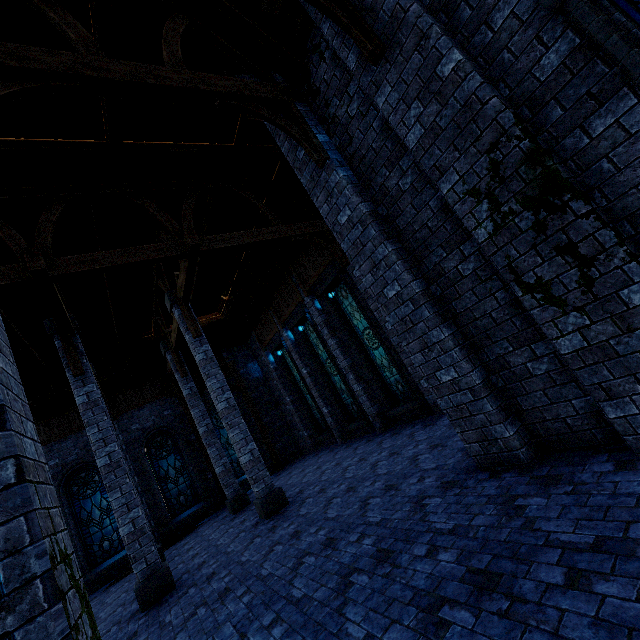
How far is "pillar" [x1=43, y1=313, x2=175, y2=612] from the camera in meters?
7.1

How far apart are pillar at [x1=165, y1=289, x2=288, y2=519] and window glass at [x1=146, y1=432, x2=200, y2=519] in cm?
745

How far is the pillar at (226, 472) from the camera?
11.9 meters

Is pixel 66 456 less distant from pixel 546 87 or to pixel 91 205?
pixel 91 205

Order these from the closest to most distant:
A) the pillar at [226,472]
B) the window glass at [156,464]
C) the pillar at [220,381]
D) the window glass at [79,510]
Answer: the pillar at [220,381] < the pillar at [226,472] < the window glass at [79,510] < the window glass at [156,464]

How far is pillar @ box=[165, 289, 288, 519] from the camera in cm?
879

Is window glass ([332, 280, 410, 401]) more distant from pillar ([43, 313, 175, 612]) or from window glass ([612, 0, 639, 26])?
window glass ([612, 0, 639, 26])

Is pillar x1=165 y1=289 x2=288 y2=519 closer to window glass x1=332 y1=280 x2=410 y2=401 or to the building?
the building
